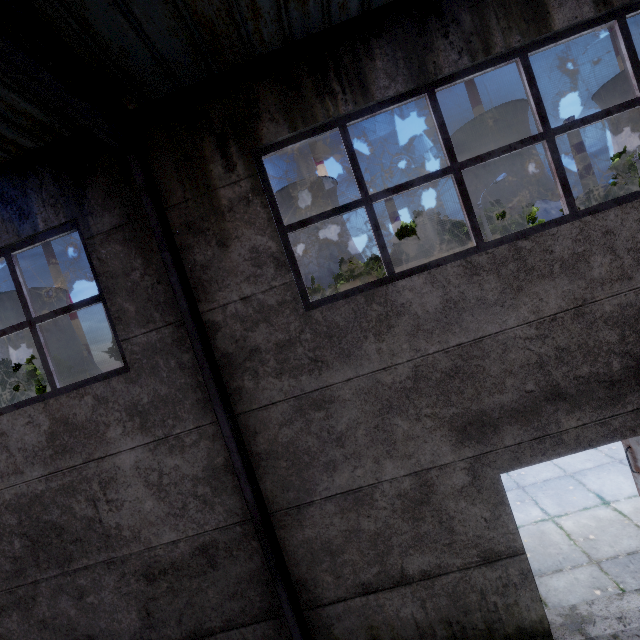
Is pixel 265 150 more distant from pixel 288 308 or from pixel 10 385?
pixel 10 385

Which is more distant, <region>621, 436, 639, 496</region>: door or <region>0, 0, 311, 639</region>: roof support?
<region>621, 436, 639, 496</region>: door

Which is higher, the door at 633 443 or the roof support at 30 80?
the roof support at 30 80

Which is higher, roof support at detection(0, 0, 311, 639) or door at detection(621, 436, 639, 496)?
roof support at detection(0, 0, 311, 639)

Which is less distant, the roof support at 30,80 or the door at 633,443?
the roof support at 30,80
